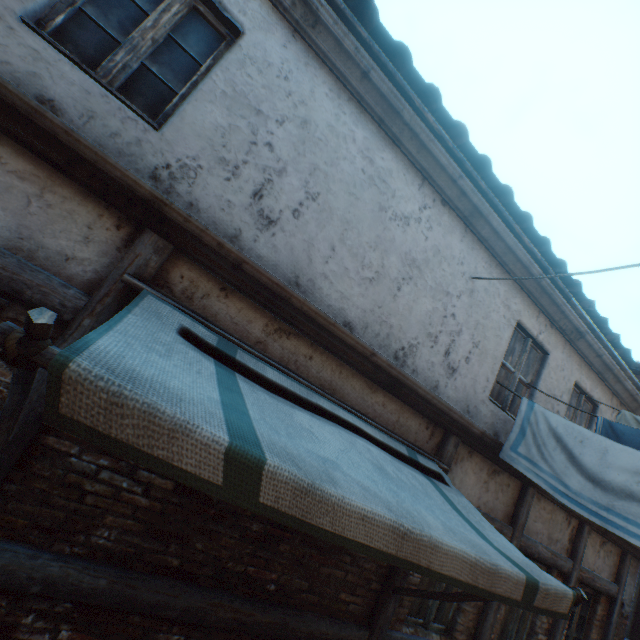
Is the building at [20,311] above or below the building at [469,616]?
above

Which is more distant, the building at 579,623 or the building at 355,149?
the building at 579,623

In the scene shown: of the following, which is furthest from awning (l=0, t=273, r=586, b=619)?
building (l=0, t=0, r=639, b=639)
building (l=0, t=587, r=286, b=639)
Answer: building (l=0, t=587, r=286, b=639)

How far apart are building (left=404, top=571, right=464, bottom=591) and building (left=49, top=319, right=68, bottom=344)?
4.3 meters

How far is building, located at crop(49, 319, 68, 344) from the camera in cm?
229

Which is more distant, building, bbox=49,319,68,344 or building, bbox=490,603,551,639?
building, bbox=490,603,551,639

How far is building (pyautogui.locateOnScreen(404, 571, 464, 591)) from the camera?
3.86m

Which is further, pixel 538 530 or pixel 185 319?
pixel 538 530
